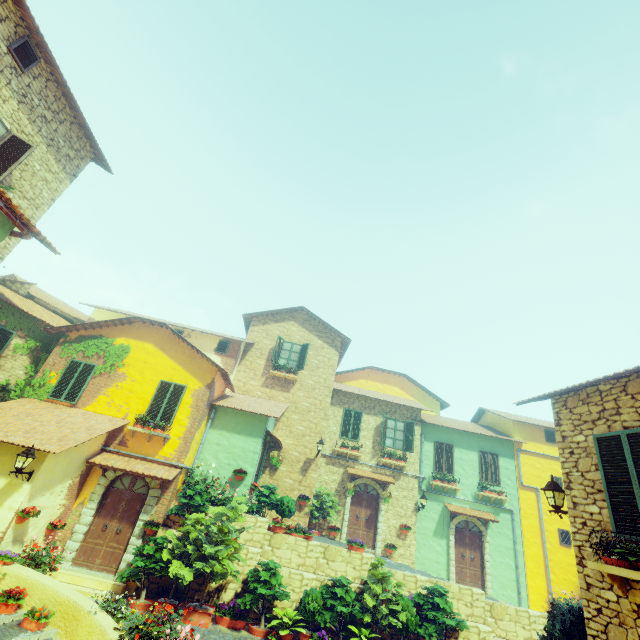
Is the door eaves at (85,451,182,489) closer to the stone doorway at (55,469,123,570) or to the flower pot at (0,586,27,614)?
the stone doorway at (55,469,123,570)

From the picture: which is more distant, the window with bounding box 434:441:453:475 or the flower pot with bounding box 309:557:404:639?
the window with bounding box 434:441:453:475

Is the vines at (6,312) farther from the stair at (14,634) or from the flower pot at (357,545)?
the flower pot at (357,545)

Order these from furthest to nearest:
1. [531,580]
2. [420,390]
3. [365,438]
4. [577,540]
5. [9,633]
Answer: [420,390] < [365,438] < [531,580] < [9,633] < [577,540]

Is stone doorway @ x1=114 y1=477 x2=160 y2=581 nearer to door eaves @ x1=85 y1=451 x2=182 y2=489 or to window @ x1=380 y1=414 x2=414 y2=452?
door eaves @ x1=85 y1=451 x2=182 y2=489

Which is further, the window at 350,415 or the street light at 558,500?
the window at 350,415

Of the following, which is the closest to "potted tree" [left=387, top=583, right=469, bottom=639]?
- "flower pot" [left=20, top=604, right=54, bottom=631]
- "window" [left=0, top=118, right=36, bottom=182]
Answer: "flower pot" [left=20, top=604, right=54, bottom=631]

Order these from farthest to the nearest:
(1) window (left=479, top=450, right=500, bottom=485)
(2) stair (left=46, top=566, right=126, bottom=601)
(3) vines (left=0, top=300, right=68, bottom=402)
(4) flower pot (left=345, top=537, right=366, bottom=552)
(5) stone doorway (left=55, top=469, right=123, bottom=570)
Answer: (1) window (left=479, top=450, right=500, bottom=485), (3) vines (left=0, top=300, right=68, bottom=402), (4) flower pot (left=345, top=537, right=366, bottom=552), (5) stone doorway (left=55, top=469, right=123, bottom=570), (2) stair (left=46, top=566, right=126, bottom=601)
